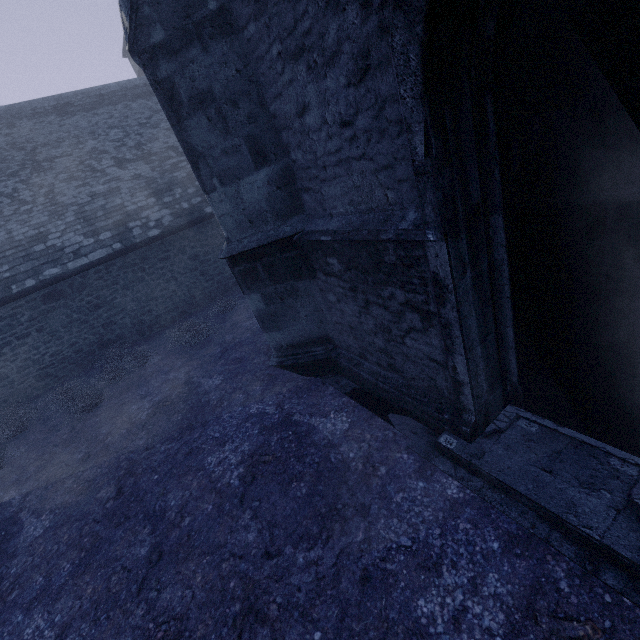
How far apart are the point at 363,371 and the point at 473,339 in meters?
1.9
